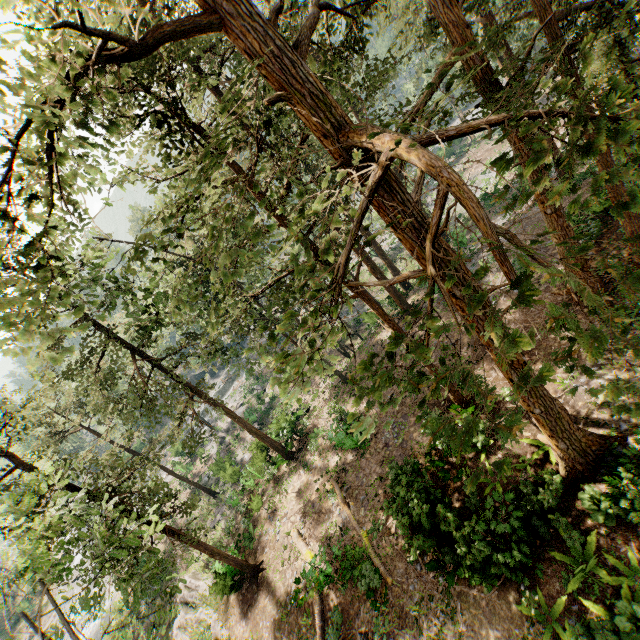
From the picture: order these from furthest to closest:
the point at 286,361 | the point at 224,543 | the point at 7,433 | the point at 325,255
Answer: the point at 224,543
the point at 7,433
the point at 325,255
the point at 286,361

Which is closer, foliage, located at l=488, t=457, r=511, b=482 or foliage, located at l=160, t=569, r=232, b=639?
foliage, located at l=488, t=457, r=511, b=482

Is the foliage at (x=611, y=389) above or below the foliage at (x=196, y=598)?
above

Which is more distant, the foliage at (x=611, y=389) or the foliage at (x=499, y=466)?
the foliage at (x=499, y=466)

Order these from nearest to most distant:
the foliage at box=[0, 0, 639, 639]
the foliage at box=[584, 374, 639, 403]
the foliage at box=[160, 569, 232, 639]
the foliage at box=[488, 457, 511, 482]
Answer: the foliage at box=[584, 374, 639, 403], the foliage at box=[488, 457, 511, 482], the foliage at box=[0, 0, 639, 639], the foliage at box=[160, 569, 232, 639]

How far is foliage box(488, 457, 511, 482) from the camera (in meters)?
2.27
